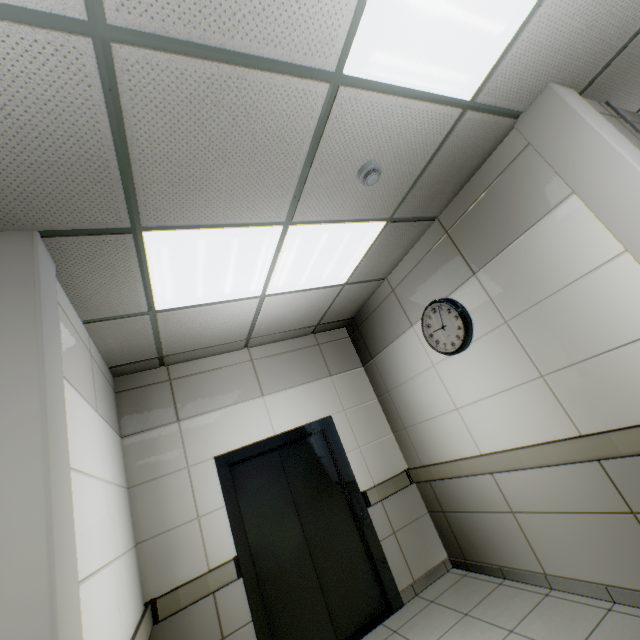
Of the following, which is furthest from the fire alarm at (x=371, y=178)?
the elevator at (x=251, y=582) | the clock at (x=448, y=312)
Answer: the elevator at (x=251, y=582)

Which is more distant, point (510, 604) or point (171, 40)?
point (510, 604)

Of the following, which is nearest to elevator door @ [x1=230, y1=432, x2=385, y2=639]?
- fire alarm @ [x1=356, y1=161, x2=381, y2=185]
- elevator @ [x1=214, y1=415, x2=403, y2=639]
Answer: elevator @ [x1=214, y1=415, x2=403, y2=639]

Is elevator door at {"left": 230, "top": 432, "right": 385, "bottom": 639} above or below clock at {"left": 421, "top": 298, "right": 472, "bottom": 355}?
below

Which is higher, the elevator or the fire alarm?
the fire alarm

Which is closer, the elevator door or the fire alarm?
the fire alarm

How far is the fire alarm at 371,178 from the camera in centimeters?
216cm

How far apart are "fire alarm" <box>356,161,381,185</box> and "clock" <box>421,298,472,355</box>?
1.5 meters
